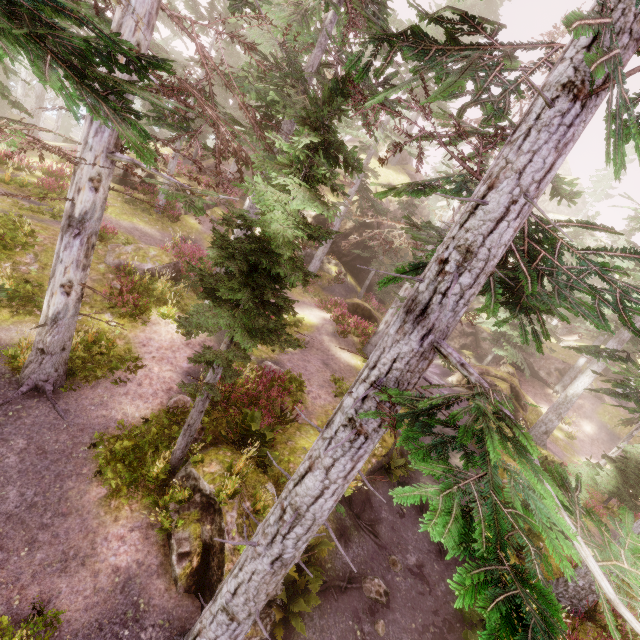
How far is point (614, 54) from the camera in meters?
2.1 m

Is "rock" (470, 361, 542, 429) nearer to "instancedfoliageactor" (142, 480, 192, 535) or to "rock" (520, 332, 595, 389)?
"instancedfoliageactor" (142, 480, 192, 535)

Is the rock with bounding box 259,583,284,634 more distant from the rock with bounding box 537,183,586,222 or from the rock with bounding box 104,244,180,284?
the rock with bounding box 537,183,586,222

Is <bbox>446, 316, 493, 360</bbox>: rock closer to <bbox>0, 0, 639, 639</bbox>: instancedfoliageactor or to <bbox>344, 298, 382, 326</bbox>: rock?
<bbox>0, 0, 639, 639</bbox>: instancedfoliageactor

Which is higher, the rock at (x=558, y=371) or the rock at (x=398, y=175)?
the rock at (x=398, y=175)

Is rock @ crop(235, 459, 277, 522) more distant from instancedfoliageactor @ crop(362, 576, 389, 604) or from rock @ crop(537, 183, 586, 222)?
rock @ crop(537, 183, 586, 222)

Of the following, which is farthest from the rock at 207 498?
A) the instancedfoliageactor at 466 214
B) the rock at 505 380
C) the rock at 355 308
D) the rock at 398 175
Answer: the rock at 505 380

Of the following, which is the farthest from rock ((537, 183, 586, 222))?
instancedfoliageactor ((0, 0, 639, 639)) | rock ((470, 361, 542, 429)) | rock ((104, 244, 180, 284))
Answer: rock ((104, 244, 180, 284))
